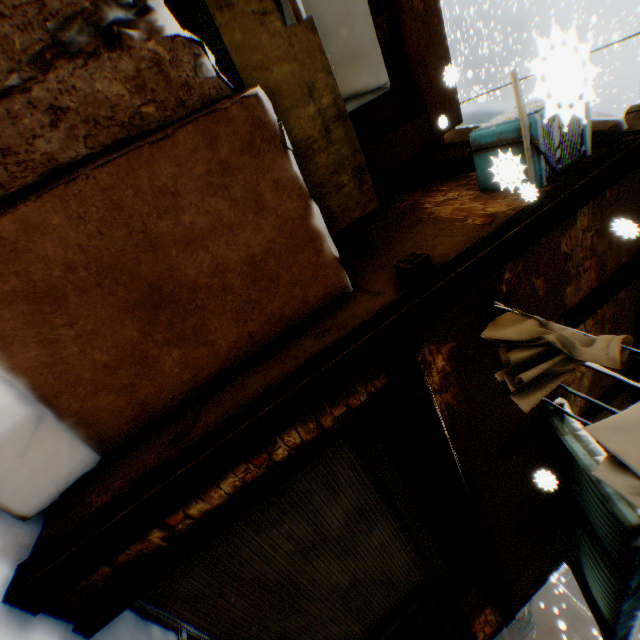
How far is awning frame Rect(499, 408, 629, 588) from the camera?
4.12m

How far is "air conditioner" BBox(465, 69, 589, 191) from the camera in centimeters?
68cm

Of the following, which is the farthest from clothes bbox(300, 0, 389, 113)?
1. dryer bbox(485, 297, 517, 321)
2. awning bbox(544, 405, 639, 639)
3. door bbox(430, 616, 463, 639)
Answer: awning bbox(544, 405, 639, 639)

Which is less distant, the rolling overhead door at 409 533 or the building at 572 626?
the rolling overhead door at 409 533

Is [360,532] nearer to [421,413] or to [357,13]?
A: [421,413]

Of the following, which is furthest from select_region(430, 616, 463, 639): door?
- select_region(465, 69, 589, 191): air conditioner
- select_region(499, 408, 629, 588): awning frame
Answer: select_region(465, 69, 589, 191): air conditioner

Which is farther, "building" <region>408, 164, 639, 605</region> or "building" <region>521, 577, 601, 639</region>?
"building" <region>521, 577, 601, 639</region>

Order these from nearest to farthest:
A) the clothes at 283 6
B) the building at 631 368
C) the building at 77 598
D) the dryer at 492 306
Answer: the building at 77 598, the dryer at 492 306, the clothes at 283 6, the building at 631 368
